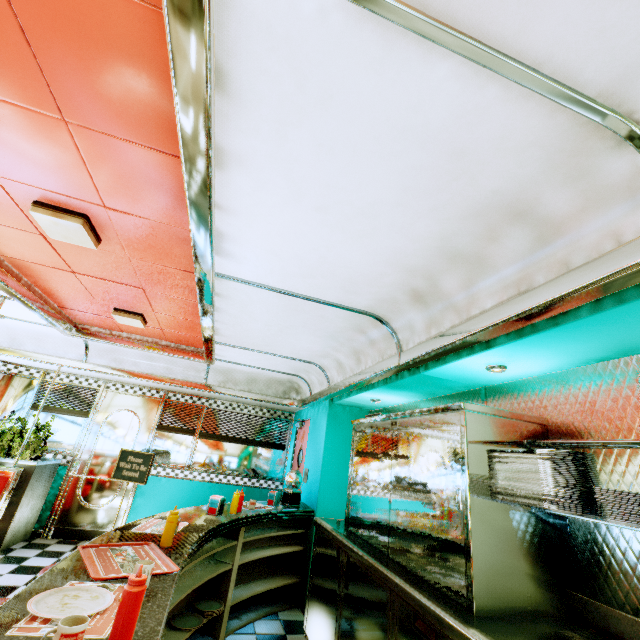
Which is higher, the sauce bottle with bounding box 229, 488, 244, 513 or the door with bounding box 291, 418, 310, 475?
the door with bounding box 291, 418, 310, 475

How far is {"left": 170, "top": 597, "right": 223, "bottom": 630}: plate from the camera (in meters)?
2.84

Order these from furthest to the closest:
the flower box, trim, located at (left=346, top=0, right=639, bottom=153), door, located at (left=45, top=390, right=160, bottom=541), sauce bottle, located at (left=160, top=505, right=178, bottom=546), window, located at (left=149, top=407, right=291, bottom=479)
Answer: window, located at (left=149, top=407, right=291, bottom=479) → door, located at (left=45, top=390, right=160, bottom=541) → the flower box → sauce bottle, located at (left=160, top=505, right=178, bottom=546) → trim, located at (left=346, top=0, right=639, bottom=153)

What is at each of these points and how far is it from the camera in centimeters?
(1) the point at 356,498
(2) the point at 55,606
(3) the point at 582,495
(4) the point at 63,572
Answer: (1) kitchen cabinet, 349cm
(2) plate, 127cm
(3) plate, 181cm
(4) counter, 159cm

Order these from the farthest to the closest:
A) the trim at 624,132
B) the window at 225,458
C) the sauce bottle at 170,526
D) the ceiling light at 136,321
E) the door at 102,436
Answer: the window at 225,458
the door at 102,436
the ceiling light at 136,321
the sauce bottle at 170,526
the trim at 624,132

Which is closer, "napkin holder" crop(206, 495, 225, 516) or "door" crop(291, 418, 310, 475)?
"napkin holder" crop(206, 495, 225, 516)

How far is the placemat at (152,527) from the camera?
2.45m

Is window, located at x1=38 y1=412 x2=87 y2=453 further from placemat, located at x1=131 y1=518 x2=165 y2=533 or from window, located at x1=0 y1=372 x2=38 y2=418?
placemat, located at x1=131 y1=518 x2=165 y2=533
